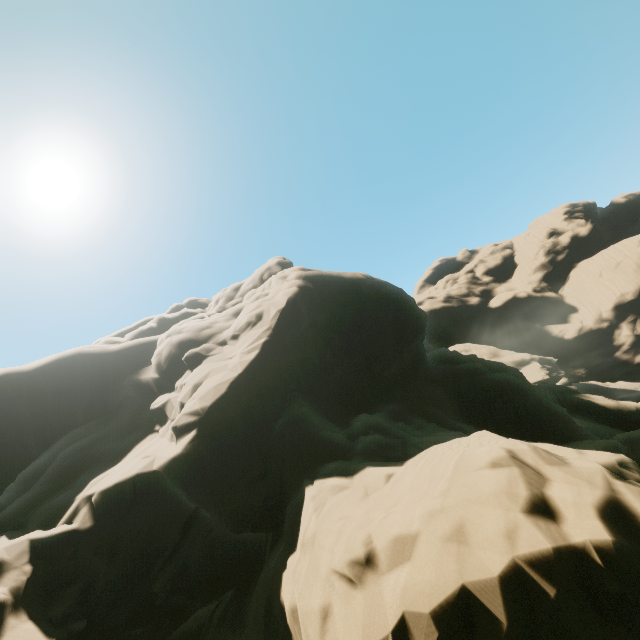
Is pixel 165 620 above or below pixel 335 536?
below
